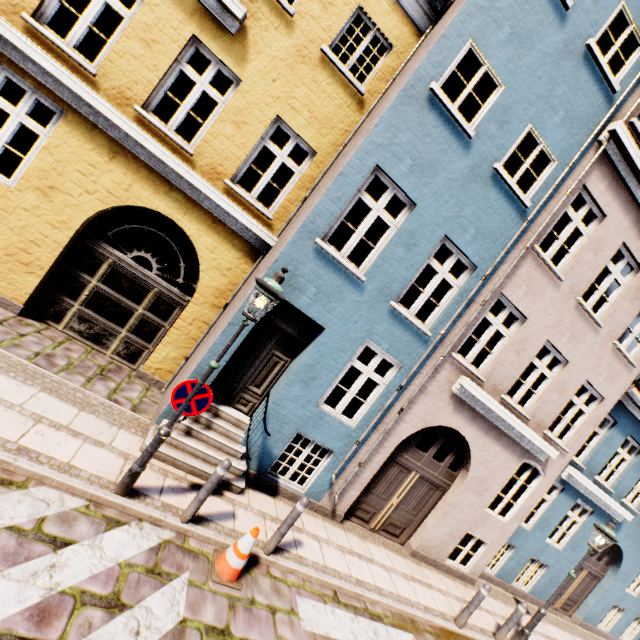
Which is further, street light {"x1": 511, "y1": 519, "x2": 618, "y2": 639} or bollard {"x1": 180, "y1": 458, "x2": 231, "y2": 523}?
street light {"x1": 511, "y1": 519, "x2": 618, "y2": 639}

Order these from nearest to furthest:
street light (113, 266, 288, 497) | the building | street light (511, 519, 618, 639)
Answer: street light (113, 266, 288, 497) < the building < street light (511, 519, 618, 639)

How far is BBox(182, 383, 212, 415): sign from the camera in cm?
445

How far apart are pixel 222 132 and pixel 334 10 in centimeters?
344cm

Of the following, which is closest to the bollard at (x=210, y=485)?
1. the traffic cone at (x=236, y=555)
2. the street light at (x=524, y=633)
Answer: the traffic cone at (x=236, y=555)

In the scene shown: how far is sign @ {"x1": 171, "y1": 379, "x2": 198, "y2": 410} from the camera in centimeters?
436cm

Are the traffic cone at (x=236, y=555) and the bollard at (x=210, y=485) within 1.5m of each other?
yes

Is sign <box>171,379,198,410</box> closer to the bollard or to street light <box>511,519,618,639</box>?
the bollard
